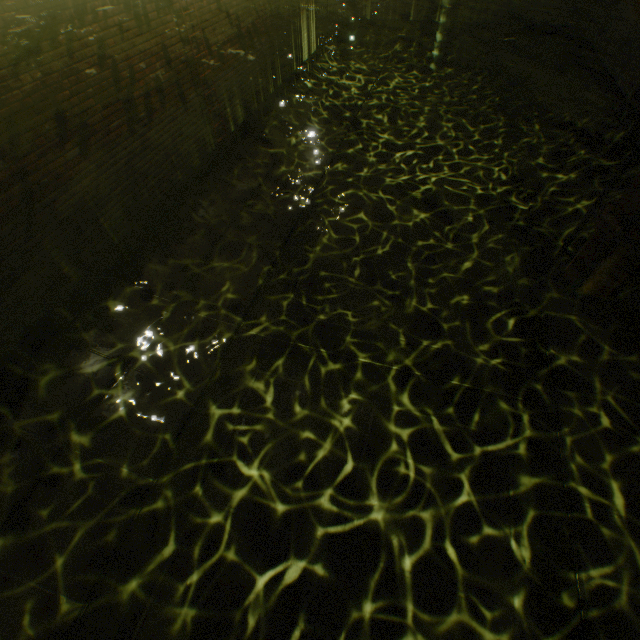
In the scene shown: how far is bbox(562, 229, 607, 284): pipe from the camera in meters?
5.2

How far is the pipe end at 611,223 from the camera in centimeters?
480cm

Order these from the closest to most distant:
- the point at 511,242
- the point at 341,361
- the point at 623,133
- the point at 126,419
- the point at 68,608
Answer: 1. the point at 68,608
2. the point at 126,419
3. the point at 341,361
4. the point at 511,242
5. the point at 623,133

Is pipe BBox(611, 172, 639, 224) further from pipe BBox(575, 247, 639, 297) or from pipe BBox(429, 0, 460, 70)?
pipe BBox(429, 0, 460, 70)

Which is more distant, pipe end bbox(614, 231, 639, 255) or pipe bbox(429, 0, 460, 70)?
pipe bbox(429, 0, 460, 70)

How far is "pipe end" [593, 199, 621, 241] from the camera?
4.8m

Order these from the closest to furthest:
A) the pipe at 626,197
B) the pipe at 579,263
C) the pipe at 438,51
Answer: the pipe at 626,197 < the pipe at 579,263 < the pipe at 438,51
